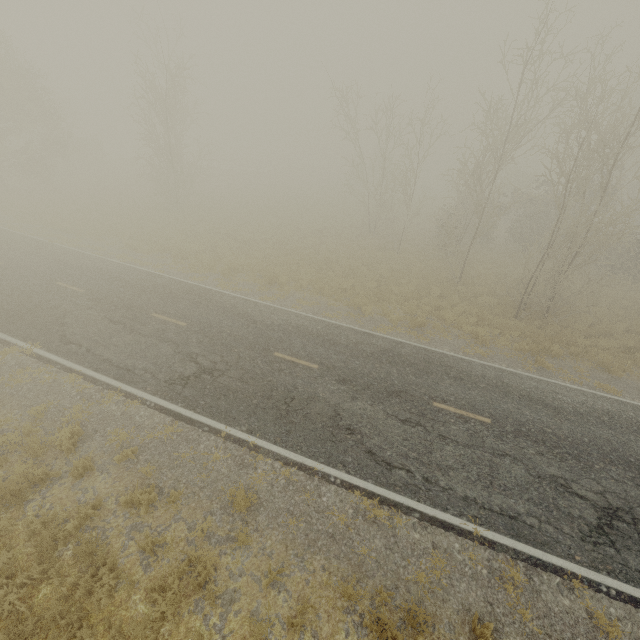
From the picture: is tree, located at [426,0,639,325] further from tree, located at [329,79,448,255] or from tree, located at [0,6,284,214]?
tree, located at [0,6,284,214]

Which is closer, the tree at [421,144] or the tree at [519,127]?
the tree at [519,127]

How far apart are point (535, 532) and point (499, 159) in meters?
21.1

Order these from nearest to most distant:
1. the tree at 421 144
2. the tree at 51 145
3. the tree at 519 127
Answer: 1. the tree at 519 127
2. the tree at 421 144
3. the tree at 51 145

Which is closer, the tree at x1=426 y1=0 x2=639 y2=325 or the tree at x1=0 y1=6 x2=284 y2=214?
the tree at x1=426 y1=0 x2=639 y2=325

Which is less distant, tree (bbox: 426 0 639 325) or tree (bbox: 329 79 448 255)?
tree (bbox: 426 0 639 325)

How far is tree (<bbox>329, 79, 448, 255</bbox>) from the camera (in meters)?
22.25

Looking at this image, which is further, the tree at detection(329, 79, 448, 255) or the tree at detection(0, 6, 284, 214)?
the tree at detection(0, 6, 284, 214)
